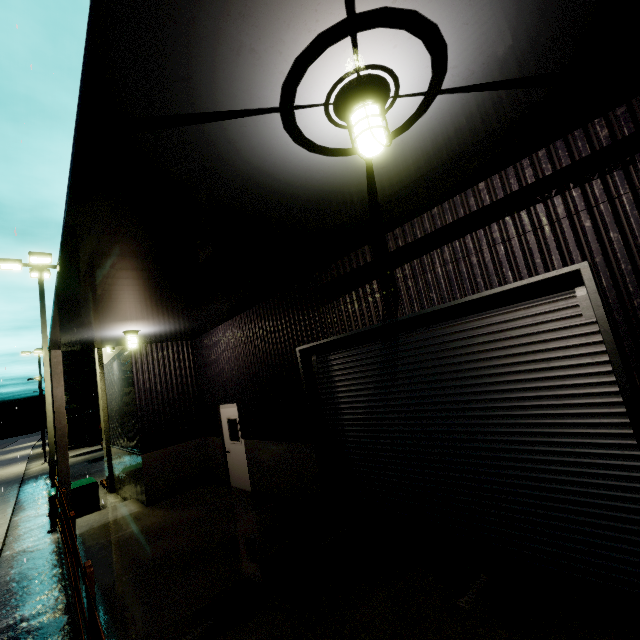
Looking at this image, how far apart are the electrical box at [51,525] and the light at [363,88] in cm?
1365

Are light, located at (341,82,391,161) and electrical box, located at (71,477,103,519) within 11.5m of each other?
no

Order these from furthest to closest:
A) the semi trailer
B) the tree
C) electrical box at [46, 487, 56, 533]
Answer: the tree < the semi trailer < electrical box at [46, 487, 56, 533]

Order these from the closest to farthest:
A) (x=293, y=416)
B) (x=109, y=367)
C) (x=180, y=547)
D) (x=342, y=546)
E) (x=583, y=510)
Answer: (x=583, y=510), (x=342, y=546), (x=180, y=547), (x=293, y=416), (x=109, y=367)

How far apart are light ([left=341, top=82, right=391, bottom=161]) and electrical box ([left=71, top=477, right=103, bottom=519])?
13.65m

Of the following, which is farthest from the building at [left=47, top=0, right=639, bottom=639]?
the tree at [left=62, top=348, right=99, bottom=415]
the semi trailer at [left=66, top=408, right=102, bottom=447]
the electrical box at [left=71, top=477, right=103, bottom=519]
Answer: the semi trailer at [left=66, top=408, right=102, bottom=447]

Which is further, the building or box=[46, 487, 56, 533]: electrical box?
box=[46, 487, 56, 533]: electrical box

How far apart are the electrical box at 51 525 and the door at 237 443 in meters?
5.0 m
